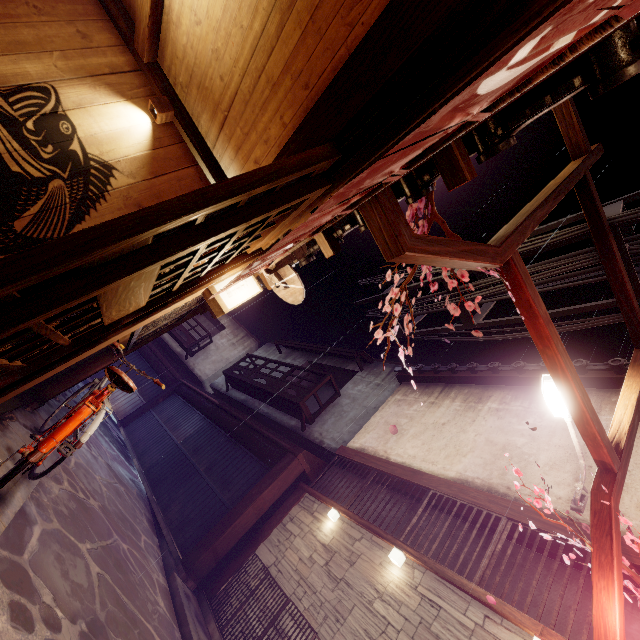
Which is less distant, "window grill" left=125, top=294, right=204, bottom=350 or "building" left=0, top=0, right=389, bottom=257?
"building" left=0, top=0, right=389, bottom=257

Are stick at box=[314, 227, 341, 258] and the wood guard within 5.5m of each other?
yes

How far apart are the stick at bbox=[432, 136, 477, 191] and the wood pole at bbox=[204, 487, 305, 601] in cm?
1390

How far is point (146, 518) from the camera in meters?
15.0

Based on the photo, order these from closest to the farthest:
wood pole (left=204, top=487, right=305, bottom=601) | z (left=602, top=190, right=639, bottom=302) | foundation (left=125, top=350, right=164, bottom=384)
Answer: z (left=602, top=190, right=639, bottom=302)
wood pole (left=204, top=487, right=305, bottom=601)
foundation (left=125, top=350, right=164, bottom=384)

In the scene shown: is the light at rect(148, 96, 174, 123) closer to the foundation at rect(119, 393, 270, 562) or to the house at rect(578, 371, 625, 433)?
the house at rect(578, 371, 625, 433)

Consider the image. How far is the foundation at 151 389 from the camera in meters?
29.7

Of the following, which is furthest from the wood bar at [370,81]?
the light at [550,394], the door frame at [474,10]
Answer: the light at [550,394]
